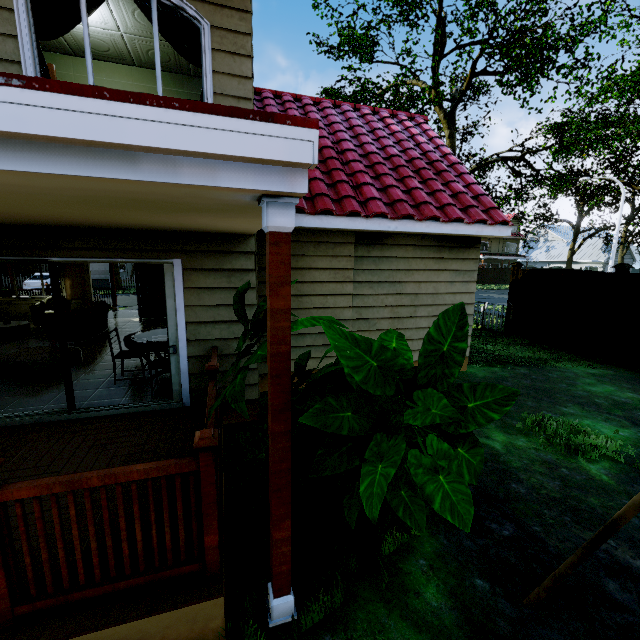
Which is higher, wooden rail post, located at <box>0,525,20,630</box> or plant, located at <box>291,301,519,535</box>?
plant, located at <box>291,301,519,535</box>

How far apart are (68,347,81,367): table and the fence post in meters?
12.2

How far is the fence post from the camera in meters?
7.8

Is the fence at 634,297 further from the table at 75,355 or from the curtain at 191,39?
the curtain at 191,39

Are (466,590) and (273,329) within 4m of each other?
yes

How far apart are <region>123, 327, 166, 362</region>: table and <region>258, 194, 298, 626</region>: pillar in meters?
3.6

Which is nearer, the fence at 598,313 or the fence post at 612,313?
the fence post at 612,313

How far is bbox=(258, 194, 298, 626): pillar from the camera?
1.8m
